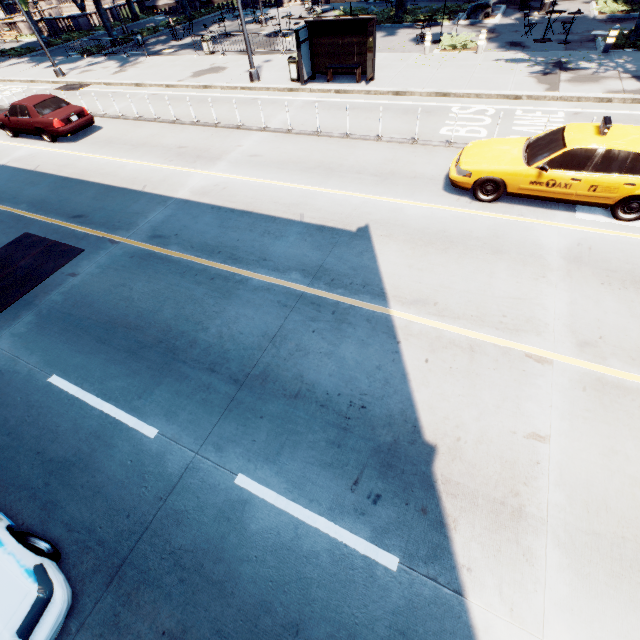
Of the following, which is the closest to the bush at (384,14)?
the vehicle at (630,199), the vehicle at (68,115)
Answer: the vehicle at (68,115)

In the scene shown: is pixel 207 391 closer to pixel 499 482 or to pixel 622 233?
pixel 499 482

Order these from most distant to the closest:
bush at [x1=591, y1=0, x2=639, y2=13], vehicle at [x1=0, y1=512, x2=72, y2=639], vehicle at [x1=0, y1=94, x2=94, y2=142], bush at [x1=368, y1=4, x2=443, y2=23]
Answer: bush at [x1=368, y1=4, x2=443, y2=23] < bush at [x1=591, y1=0, x2=639, y2=13] < vehicle at [x1=0, y1=94, x2=94, y2=142] < vehicle at [x1=0, y1=512, x2=72, y2=639]

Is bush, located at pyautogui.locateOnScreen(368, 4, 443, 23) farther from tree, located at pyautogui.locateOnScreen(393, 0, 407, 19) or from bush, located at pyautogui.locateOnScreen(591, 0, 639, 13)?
bush, located at pyautogui.locateOnScreen(591, 0, 639, 13)

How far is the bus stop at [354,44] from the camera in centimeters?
1368cm

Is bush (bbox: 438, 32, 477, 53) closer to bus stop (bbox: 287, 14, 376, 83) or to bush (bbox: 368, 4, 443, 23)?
bus stop (bbox: 287, 14, 376, 83)

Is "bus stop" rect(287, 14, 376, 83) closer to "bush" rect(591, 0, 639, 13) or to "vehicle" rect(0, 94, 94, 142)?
"vehicle" rect(0, 94, 94, 142)

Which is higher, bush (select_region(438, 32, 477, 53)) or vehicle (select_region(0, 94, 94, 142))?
vehicle (select_region(0, 94, 94, 142))
